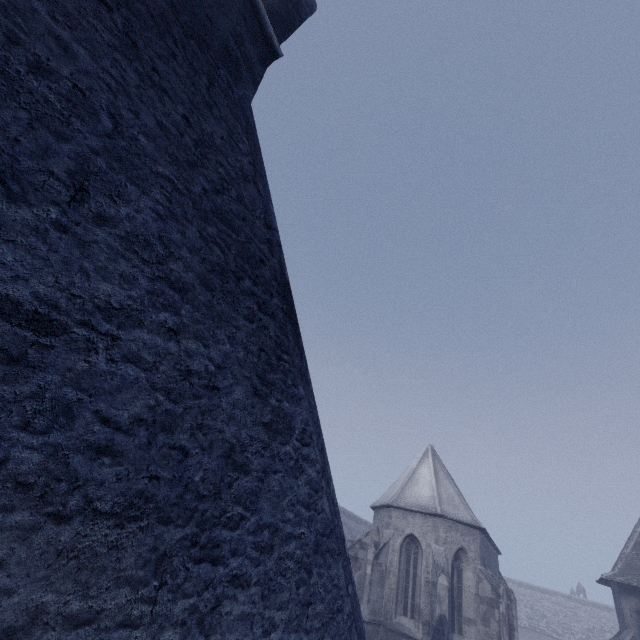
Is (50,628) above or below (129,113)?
below
